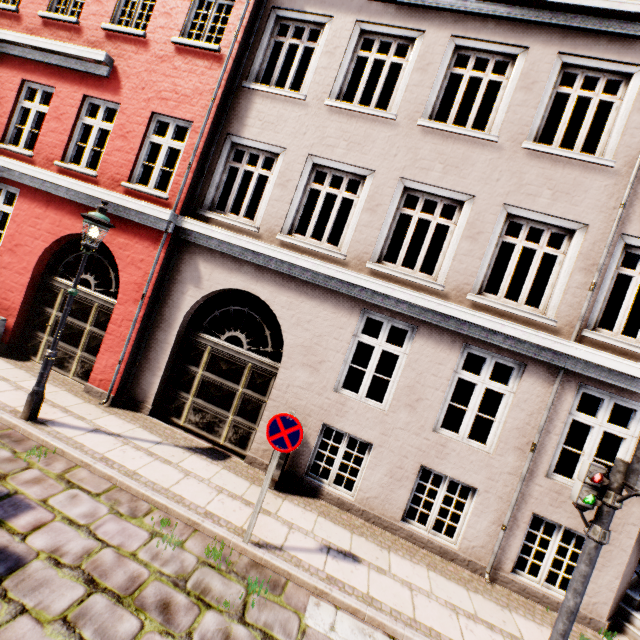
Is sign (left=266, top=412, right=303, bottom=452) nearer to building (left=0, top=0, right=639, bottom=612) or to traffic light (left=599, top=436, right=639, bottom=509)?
building (left=0, top=0, right=639, bottom=612)

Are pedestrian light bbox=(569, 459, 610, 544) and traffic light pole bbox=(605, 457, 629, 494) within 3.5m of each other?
yes

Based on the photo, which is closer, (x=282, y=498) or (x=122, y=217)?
(x=282, y=498)

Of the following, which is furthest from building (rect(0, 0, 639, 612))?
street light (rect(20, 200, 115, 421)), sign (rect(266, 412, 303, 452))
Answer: sign (rect(266, 412, 303, 452))

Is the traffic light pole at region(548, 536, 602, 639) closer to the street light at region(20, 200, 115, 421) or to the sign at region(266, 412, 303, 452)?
the sign at region(266, 412, 303, 452)

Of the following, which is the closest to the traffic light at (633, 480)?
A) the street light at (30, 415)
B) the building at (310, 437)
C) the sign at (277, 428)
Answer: the building at (310, 437)

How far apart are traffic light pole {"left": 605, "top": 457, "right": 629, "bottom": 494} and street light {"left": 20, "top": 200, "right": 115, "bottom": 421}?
8.16m

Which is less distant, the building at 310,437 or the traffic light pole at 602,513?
the traffic light pole at 602,513
